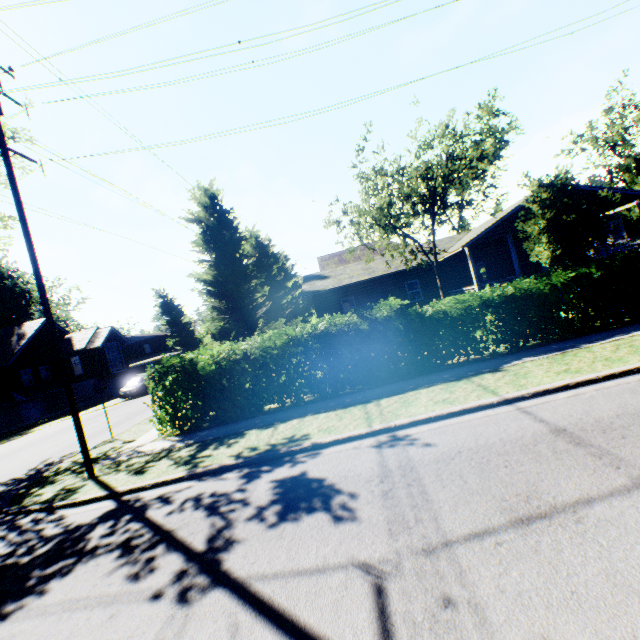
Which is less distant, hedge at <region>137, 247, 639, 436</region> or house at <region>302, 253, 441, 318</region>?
hedge at <region>137, 247, 639, 436</region>

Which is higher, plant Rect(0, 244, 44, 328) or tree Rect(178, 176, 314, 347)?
plant Rect(0, 244, 44, 328)

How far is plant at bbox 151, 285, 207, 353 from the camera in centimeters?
5269cm

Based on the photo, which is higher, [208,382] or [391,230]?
[391,230]

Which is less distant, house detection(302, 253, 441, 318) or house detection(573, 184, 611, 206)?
house detection(573, 184, 611, 206)

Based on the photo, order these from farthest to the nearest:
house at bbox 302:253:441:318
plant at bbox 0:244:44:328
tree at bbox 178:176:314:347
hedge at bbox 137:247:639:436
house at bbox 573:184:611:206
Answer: Result:
1. plant at bbox 0:244:44:328
2. house at bbox 302:253:441:318
3. house at bbox 573:184:611:206
4. tree at bbox 178:176:314:347
5. hedge at bbox 137:247:639:436

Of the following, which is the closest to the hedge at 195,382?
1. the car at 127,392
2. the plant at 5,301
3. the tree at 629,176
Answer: the tree at 629,176

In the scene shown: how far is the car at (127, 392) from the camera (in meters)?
26.73
